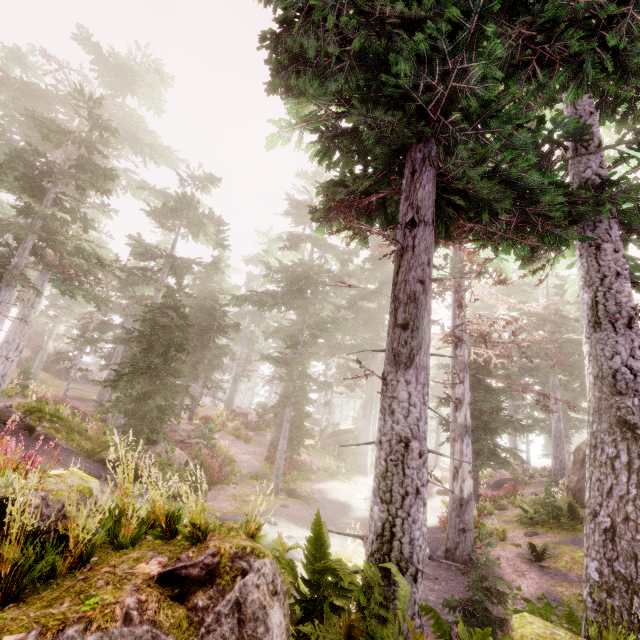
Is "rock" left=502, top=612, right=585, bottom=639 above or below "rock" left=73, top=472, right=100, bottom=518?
below

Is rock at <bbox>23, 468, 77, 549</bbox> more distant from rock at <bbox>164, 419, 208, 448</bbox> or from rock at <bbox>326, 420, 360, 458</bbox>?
rock at <bbox>326, 420, 360, 458</bbox>

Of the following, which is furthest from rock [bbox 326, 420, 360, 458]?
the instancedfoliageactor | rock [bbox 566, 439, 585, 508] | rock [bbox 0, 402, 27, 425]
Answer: rock [bbox 0, 402, 27, 425]

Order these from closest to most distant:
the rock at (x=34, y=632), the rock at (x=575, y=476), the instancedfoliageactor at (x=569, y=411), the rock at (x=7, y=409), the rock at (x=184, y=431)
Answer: the rock at (x=34, y=632) < the instancedfoliageactor at (x=569, y=411) < the rock at (x=7, y=409) < the rock at (x=575, y=476) < the rock at (x=184, y=431)

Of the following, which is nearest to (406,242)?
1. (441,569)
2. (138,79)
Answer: (441,569)

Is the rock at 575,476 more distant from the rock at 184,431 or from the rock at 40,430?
the rock at 184,431

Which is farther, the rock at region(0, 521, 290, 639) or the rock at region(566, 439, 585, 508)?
the rock at region(566, 439, 585, 508)

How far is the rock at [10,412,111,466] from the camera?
8.90m
